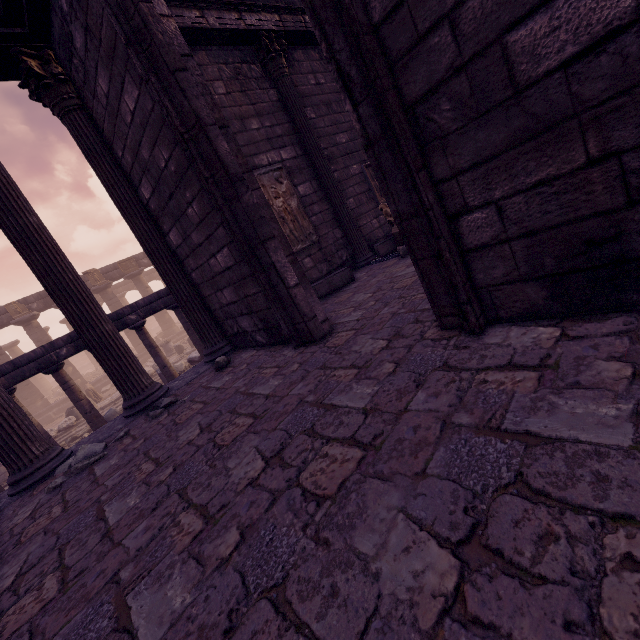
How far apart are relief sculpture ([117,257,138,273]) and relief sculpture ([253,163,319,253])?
21.2 meters

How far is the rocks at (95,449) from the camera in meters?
3.5 m

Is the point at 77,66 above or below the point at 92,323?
above

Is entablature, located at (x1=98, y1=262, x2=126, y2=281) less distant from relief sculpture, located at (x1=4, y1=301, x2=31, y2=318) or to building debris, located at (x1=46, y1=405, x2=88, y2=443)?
relief sculpture, located at (x1=4, y1=301, x2=31, y2=318)

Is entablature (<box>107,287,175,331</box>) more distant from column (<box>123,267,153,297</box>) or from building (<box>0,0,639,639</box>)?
column (<box>123,267,153,297</box>)

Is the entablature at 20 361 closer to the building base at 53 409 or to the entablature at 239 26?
the entablature at 239 26

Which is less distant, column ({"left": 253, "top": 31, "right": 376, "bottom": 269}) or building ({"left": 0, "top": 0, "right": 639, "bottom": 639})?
building ({"left": 0, "top": 0, "right": 639, "bottom": 639})

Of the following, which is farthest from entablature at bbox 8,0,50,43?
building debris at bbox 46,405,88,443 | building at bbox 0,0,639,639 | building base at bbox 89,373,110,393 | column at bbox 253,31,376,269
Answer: building base at bbox 89,373,110,393
